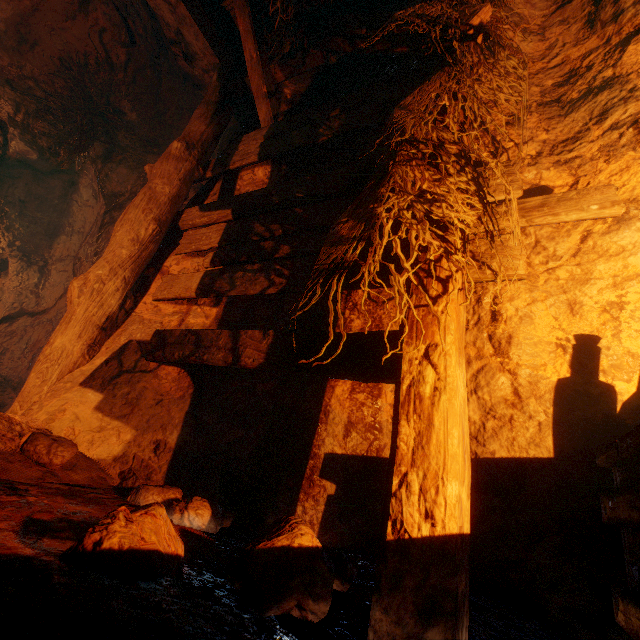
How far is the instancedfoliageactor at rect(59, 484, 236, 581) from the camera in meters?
0.8

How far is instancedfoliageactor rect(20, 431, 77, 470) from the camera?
1.6 meters

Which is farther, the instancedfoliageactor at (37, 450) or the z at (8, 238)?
the z at (8, 238)

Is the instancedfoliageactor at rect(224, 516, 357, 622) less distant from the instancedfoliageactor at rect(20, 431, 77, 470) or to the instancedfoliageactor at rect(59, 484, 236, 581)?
the instancedfoliageactor at rect(59, 484, 236, 581)

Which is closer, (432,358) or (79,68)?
(432,358)

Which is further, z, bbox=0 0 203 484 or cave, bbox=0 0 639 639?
z, bbox=0 0 203 484

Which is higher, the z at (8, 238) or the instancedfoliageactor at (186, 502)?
the z at (8, 238)

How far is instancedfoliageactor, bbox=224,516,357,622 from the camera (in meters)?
0.79
